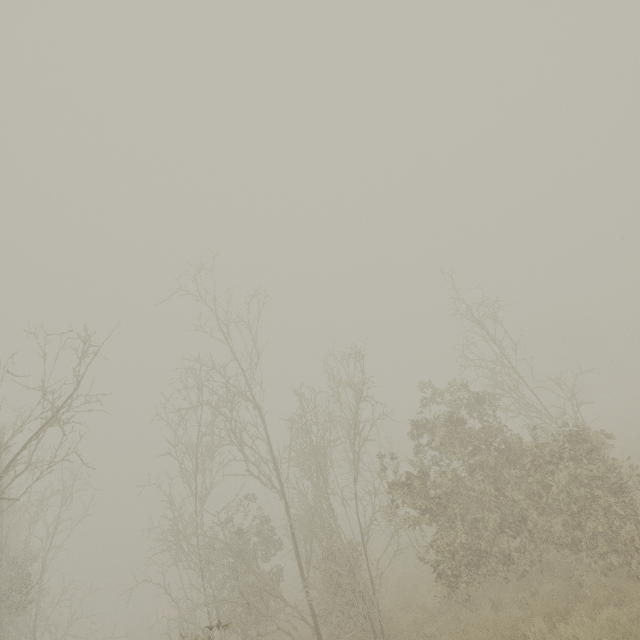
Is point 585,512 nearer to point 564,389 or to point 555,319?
point 564,389
